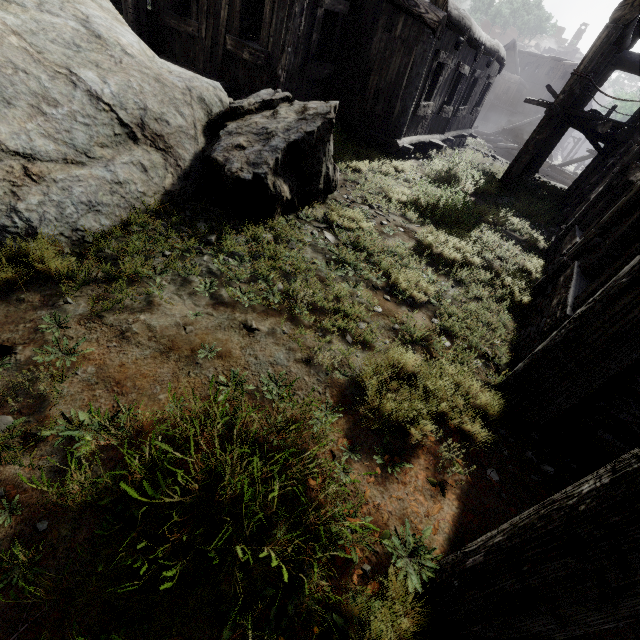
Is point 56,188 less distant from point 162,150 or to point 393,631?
point 162,150
